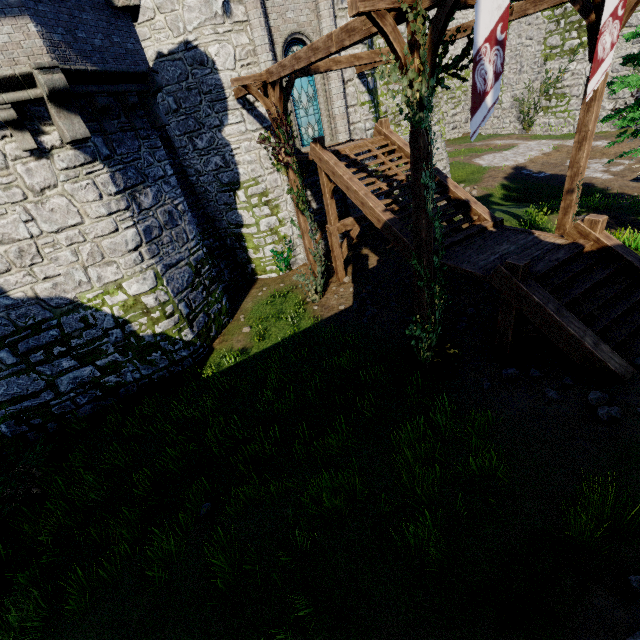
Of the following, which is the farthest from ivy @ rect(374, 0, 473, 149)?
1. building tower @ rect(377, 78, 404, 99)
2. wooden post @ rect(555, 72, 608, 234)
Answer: building tower @ rect(377, 78, 404, 99)

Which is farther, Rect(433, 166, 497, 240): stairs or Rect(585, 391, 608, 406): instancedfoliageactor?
Rect(433, 166, 497, 240): stairs

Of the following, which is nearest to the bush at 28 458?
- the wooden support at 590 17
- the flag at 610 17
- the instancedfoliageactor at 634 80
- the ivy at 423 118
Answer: the ivy at 423 118

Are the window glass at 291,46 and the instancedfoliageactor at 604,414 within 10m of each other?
no

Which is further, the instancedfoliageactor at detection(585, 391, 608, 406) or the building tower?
the building tower

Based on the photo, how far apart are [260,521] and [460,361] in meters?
6.1 m

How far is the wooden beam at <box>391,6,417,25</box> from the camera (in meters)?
4.93

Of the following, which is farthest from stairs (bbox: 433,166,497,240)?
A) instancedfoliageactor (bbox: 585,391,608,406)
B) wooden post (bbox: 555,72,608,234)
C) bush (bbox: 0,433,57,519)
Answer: bush (bbox: 0,433,57,519)
